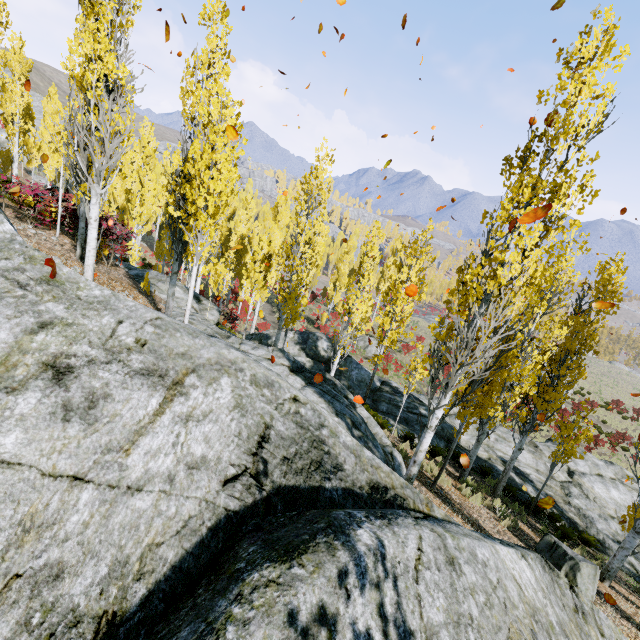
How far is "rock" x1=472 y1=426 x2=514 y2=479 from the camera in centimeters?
1528cm

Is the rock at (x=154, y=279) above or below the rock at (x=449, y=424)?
above

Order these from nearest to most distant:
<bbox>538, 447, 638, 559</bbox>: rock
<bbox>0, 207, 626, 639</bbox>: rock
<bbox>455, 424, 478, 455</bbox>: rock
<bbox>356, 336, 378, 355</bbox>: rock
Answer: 1. <bbox>0, 207, 626, 639</bbox>: rock
2. <bbox>538, 447, 638, 559</bbox>: rock
3. <bbox>455, 424, 478, 455</bbox>: rock
4. <bbox>356, 336, 378, 355</bbox>: rock

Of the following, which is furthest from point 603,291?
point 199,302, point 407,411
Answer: point 199,302

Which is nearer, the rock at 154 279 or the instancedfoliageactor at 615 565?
the instancedfoliageactor at 615 565

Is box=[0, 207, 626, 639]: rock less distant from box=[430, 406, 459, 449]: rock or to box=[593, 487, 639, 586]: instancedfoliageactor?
box=[593, 487, 639, 586]: instancedfoliageactor
